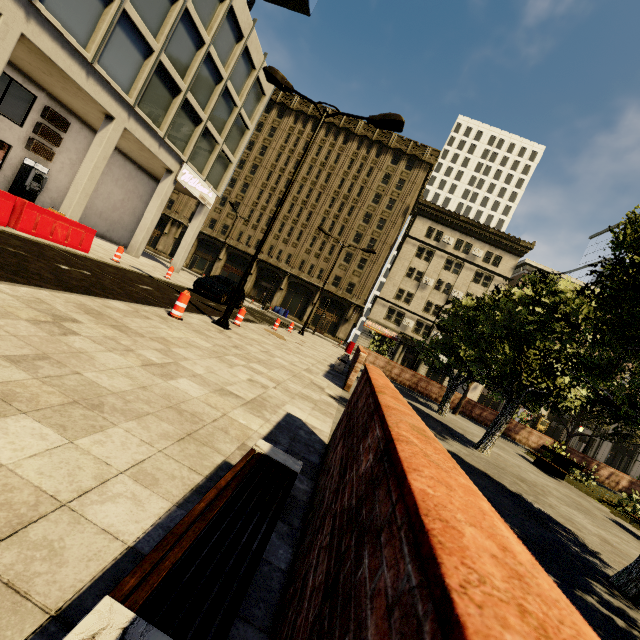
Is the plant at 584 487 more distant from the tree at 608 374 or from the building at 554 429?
the building at 554 429

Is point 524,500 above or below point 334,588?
below

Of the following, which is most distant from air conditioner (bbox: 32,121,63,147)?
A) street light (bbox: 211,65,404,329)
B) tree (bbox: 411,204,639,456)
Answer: tree (bbox: 411,204,639,456)

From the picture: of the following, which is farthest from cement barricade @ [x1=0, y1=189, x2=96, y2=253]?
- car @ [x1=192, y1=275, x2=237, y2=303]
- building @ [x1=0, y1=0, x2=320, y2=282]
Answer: car @ [x1=192, y1=275, x2=237, y2=303]

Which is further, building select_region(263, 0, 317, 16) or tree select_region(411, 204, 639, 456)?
building select_region(263, 0, 317, 16)

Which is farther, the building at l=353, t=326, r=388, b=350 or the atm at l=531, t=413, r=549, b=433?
the building at l=353, t=326, r=388, b=350

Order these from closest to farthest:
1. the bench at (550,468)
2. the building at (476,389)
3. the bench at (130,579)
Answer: the bench at (130,579) < the bench at (550,468) < the building at (476,389)

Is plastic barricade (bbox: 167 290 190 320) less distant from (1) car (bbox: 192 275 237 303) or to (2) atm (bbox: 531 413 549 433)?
(1) car (bbox: 192 275 237 303)
